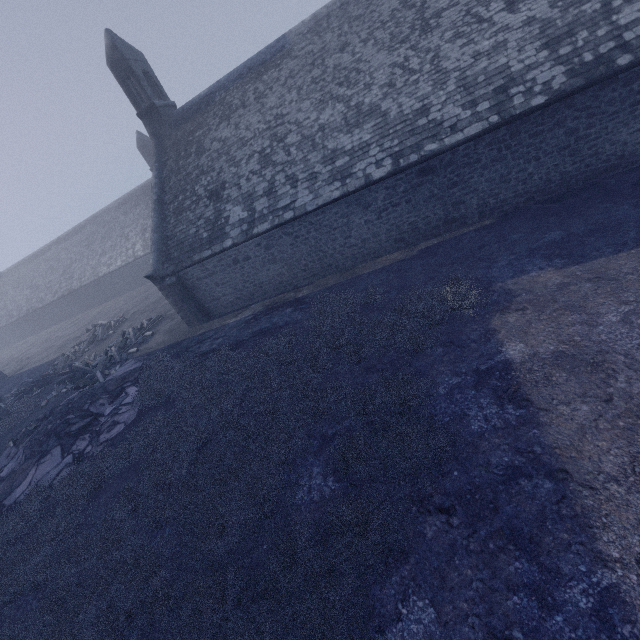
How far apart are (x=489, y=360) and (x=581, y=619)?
3.9 meters
